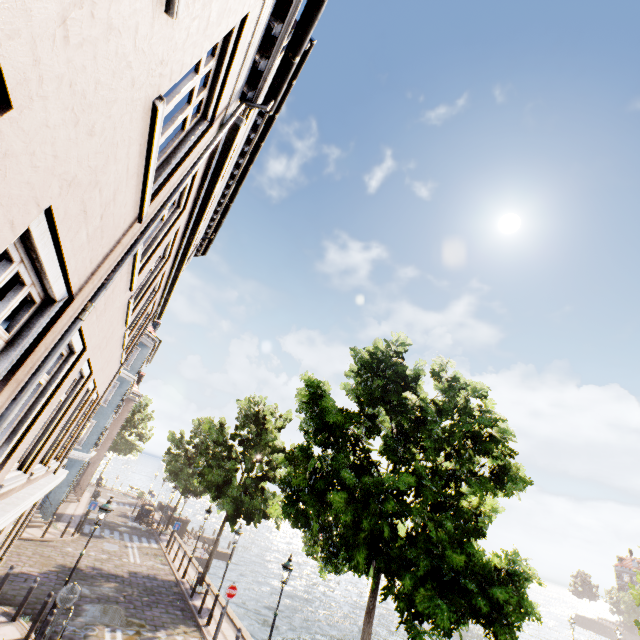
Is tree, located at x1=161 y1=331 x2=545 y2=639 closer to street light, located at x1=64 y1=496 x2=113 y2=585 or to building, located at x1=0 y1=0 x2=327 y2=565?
building, located at x1=0 y1=0 x2=327 y2=565

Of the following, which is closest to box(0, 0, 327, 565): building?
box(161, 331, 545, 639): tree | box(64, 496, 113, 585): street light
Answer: box(161, 331, 545, 639): tree

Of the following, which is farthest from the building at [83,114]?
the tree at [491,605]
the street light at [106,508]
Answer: the street light at [106,508]

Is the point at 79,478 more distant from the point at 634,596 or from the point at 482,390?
the point at 634,596

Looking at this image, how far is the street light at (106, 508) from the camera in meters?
10.0 m

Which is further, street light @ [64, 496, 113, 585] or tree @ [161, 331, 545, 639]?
street light @ [64, 496, 113, 585]
